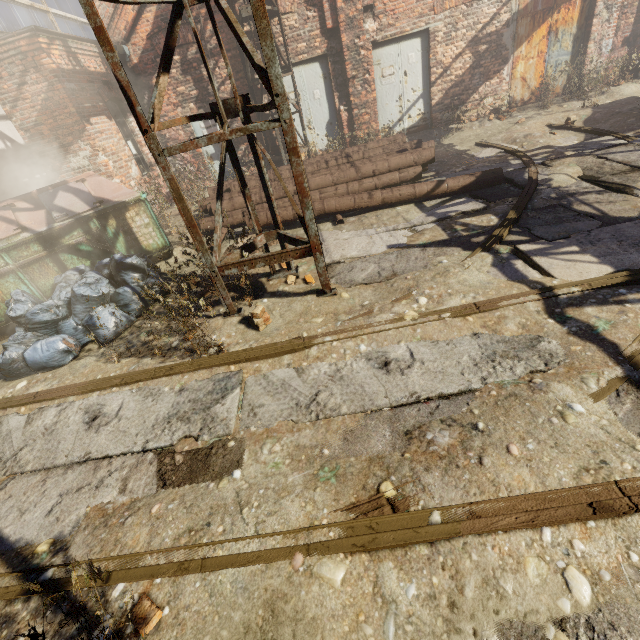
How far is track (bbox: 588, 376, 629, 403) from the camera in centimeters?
224cm

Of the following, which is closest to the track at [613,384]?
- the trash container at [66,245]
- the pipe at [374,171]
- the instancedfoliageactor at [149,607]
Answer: the instancedfoliageactor at [149,607]

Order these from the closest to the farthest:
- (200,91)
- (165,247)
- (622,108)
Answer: (165,247) < (622,108) < (200,91)

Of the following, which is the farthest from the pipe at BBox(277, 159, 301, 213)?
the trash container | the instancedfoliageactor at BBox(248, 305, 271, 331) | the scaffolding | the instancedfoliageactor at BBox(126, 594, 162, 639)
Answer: the instancedfoliageactor at BBox(126, 594, 162, 639)

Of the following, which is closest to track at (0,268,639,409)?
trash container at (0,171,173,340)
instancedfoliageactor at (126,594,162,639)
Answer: instancedfoliageactor at (126,594,162,639)

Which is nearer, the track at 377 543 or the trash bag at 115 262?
the track at 377 543

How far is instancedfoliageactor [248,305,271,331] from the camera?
3.9m

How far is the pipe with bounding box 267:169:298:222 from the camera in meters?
6.4 m
